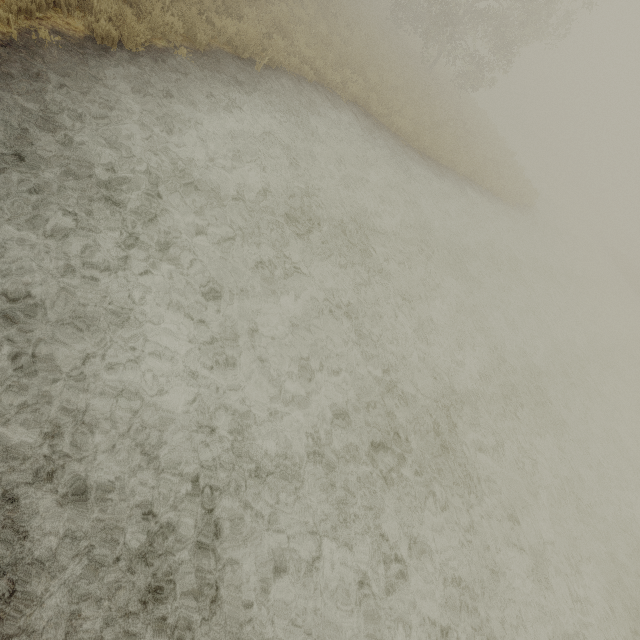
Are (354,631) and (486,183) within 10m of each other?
no
